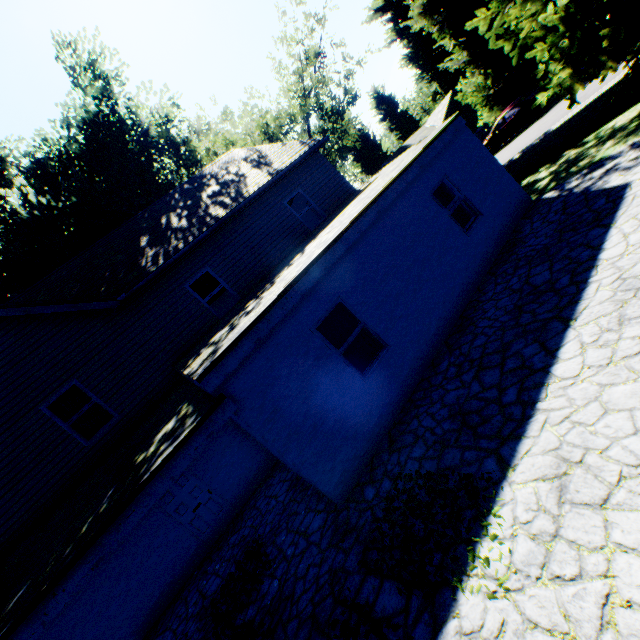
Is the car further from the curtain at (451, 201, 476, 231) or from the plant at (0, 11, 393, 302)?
the curtain at (451, 201, 476, 231)

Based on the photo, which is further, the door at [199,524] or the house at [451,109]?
the house at [451,109]

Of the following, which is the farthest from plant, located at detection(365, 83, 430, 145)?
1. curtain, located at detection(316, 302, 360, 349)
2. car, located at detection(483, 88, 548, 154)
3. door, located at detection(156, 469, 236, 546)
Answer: door, located at detection(156, 469, 236, 546)

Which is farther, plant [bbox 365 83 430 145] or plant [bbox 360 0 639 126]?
plant [bbox 365 83 430 145]

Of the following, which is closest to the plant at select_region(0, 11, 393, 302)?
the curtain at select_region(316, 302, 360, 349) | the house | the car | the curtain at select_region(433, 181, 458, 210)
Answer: the house

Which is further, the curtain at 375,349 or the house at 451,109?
the house at 451,109

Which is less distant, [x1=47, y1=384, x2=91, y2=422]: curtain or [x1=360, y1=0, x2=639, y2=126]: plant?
[x1=360, y1=0, x2=639, y2=126]: plant

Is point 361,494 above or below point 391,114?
below
